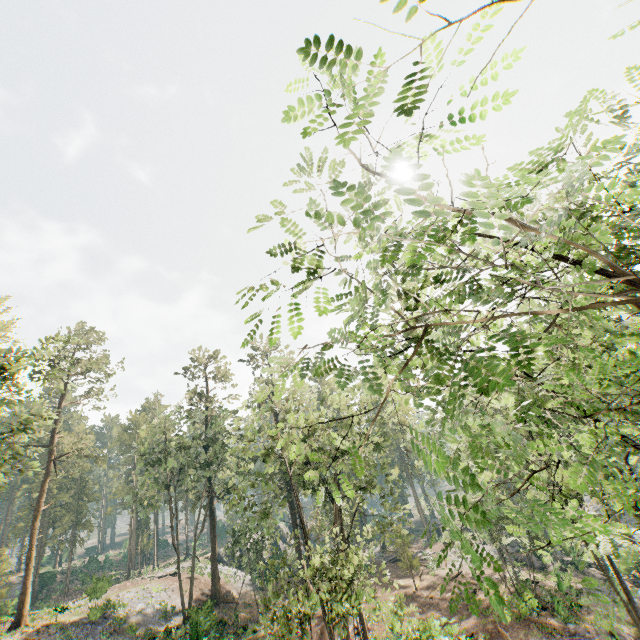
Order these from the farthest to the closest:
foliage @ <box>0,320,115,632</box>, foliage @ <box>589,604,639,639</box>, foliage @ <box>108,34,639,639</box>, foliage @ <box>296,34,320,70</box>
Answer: foliage @ <box>0,320,115,632</box>
foliage @ <box>589,604,639,639</box>
foliage @ <box>108,34,639,639</box>
foliage @ <box>296,34,320,70</box>

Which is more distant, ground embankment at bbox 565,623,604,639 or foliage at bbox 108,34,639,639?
ground embankment at bbox 565,623,604,639

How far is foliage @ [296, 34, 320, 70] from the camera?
1.67m

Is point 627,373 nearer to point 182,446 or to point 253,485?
point 253,485

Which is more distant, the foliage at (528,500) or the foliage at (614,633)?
the foliage at (614,633)

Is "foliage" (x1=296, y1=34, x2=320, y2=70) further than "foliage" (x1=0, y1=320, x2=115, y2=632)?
No

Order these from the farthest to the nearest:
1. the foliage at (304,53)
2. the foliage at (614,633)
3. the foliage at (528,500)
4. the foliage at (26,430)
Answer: the foliage at (26,430), the foliage at (614,633), the foliage at (528,500), the foliage at (304,53)
